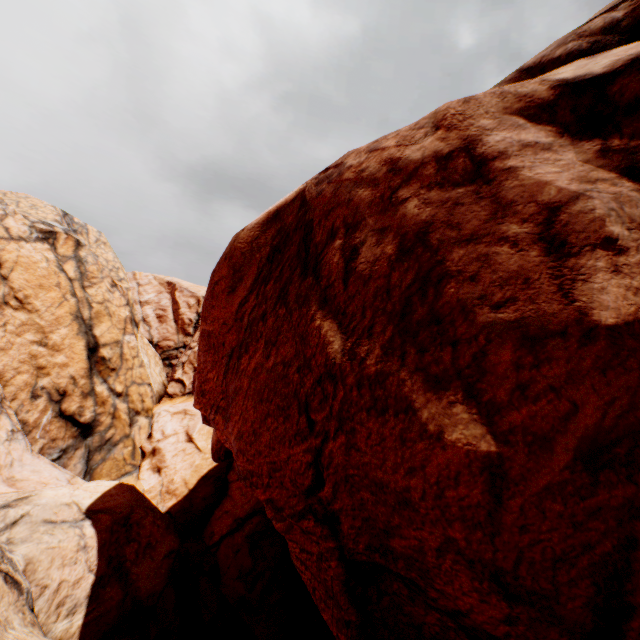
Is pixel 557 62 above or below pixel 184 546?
above
